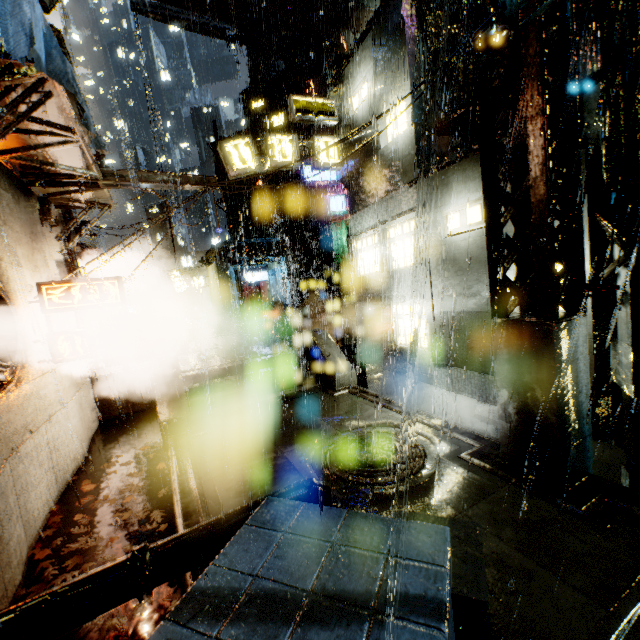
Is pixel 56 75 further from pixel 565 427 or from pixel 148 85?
pixel 148 85

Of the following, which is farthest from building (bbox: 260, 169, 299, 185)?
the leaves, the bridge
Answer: the leaves

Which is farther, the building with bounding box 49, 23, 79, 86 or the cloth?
the building with bounding box 49, 23, 79, 86

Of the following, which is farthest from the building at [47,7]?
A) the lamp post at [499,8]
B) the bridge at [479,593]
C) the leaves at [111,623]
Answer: the lamp post at [499,8]

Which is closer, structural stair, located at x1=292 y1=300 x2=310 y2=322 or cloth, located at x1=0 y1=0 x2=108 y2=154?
cloth, located at x1=0 y1=0 x2=108 y2=154

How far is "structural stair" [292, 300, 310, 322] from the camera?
22.2 meters

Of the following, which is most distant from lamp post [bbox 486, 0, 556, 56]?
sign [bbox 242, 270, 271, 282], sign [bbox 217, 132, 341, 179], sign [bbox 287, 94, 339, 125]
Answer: sign [bbox 242, 270, 271, 282]

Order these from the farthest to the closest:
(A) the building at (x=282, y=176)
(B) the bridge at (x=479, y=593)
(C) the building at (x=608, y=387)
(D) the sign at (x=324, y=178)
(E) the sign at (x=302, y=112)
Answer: (A) the building at (x=282, y=176), (D) the sign at (x=324, y=178), (E) the sign at (x=302, y=112), (C) the building at (x=608, y=387), (B) the bridge at (x=479, y=593)
